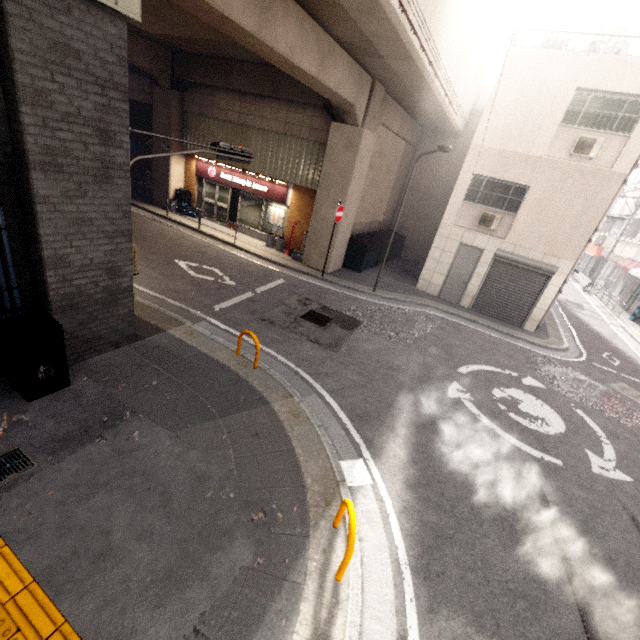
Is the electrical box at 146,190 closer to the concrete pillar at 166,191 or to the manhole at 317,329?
the concrete pillar at 166,191

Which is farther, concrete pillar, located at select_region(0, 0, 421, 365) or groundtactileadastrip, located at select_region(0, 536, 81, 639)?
concrete pillar, located at select_region(0, 0, 421, 365)

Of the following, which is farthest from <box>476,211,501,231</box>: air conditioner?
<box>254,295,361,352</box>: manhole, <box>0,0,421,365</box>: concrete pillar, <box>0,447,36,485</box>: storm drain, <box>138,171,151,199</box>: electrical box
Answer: <box>138,171,151,199</box>: electrical box

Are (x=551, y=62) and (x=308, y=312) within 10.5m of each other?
no

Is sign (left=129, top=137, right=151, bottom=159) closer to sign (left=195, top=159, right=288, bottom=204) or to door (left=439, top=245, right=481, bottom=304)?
sign (left=195, top=159, right=288, bottom=204)

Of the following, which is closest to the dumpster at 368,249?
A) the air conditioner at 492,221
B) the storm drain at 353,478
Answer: the air conditioner at 492,221

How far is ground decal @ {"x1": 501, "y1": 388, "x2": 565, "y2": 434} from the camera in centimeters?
734cm

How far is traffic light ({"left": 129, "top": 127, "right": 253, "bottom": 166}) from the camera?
5.47m
